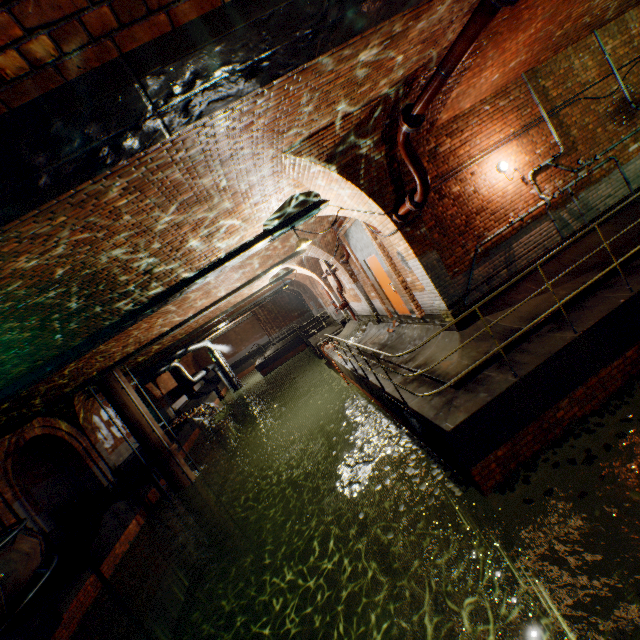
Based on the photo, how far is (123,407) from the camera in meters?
12.9

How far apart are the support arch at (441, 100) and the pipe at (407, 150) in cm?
37

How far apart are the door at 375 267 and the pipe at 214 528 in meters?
10.9 m

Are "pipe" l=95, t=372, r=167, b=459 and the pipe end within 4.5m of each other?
no

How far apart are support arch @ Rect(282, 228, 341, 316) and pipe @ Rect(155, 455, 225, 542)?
9.16m

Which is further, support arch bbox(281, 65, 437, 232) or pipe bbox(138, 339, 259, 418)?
pipe bbox(138, 339, 259, 418)

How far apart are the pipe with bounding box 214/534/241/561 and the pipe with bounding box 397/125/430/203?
15.0m

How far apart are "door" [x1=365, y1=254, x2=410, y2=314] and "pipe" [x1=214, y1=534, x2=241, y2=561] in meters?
11.9
